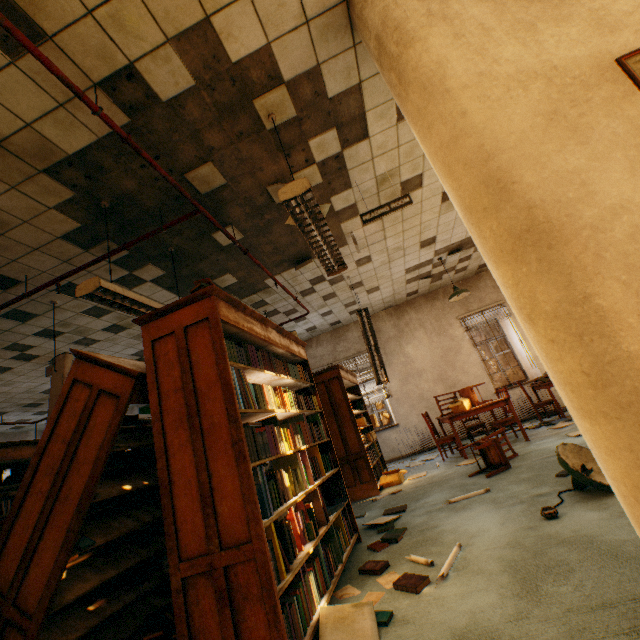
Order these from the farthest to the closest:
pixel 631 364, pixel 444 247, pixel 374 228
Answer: pixel 444 247
pixel 374 228
pixel 631 364

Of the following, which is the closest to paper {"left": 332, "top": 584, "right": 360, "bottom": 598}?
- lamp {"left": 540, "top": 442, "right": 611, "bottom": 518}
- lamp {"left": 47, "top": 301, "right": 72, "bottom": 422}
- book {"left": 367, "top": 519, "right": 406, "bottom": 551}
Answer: book {"left": 367, "top": 519, "right": 406, "bottom": 551}

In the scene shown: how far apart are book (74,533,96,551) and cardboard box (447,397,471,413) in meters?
5.5

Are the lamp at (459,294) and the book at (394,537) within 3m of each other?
no

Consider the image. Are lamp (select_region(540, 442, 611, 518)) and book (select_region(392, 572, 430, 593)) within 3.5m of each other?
yes

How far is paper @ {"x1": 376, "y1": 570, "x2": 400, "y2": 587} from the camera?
2.3m

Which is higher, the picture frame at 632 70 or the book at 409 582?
the picture frame at 632 70

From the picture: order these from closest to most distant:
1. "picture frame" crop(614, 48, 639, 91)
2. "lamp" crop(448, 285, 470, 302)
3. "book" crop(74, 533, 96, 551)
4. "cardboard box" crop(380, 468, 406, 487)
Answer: "picture frame" crop(614, 48, 639, 91) < "book" crop(74, 533, 96, 551) < "cardboard box" crop(380, 468, 406, 487) < "lamp" crop(448, 285, 470, 302)
